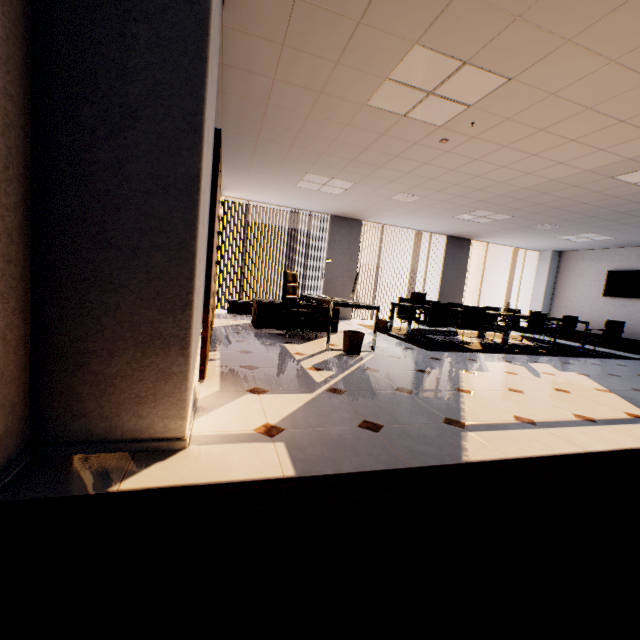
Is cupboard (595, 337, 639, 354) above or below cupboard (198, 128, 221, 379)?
below

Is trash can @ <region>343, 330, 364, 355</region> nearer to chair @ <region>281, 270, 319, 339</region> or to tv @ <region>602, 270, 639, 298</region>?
chair @ <region>281, 270, 319, 339</region>

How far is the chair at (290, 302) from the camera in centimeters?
561cm

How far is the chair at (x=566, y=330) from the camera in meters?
7.3 m

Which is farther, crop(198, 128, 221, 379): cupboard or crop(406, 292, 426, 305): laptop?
crop(406, 292, 426, 305): laptop

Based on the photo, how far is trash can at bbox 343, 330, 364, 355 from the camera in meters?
4.7 m

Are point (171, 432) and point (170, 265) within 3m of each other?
yes

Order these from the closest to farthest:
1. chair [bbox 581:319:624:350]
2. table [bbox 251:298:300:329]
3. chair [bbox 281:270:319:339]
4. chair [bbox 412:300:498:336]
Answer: chair [bbox 281:270:319:339] → table [bbox 251:298:300:329] → chair [bbox 412:300:498:336] → chair [bbox 581:319:624:350]
